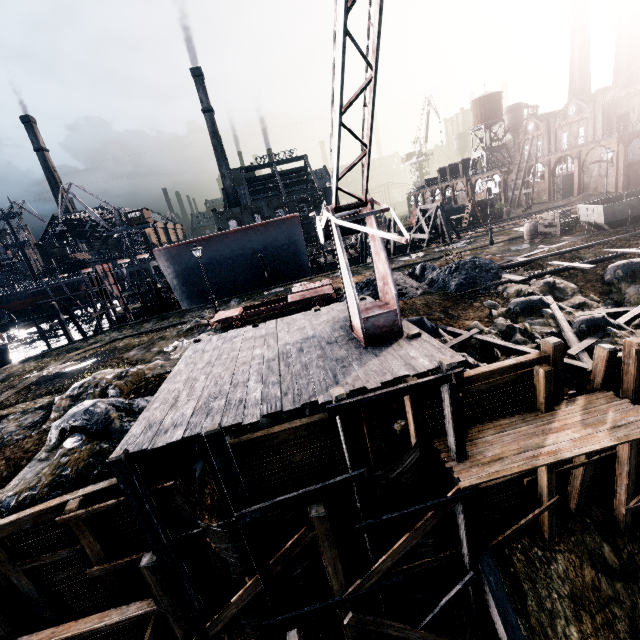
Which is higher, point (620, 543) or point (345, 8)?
point (345, 8)

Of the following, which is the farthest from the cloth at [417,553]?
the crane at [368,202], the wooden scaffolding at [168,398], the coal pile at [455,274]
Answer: the coal pile at [455,274]

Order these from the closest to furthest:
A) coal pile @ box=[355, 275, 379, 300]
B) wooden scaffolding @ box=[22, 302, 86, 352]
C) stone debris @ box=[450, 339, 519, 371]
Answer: stone debris @ box=[450, 339, 519, 371] → coal pile @ box=[355, 275, 379, 300] → wooden scaffolding @ box=[22, 302, 86, 352]

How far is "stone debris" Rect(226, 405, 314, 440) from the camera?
10.9m

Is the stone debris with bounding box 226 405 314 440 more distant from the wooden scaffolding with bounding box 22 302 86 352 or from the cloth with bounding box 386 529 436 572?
the wooden scaffolding with bounding box 22 302 86 352

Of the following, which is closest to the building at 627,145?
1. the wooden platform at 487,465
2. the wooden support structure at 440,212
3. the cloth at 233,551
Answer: the wooden support structure at 440,212

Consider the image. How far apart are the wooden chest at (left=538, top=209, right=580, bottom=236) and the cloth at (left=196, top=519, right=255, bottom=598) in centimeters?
2930cm

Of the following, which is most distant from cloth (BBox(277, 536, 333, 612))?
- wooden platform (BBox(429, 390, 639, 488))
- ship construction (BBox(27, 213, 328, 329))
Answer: ship construction (BBox(27, 213, 328, 329))
